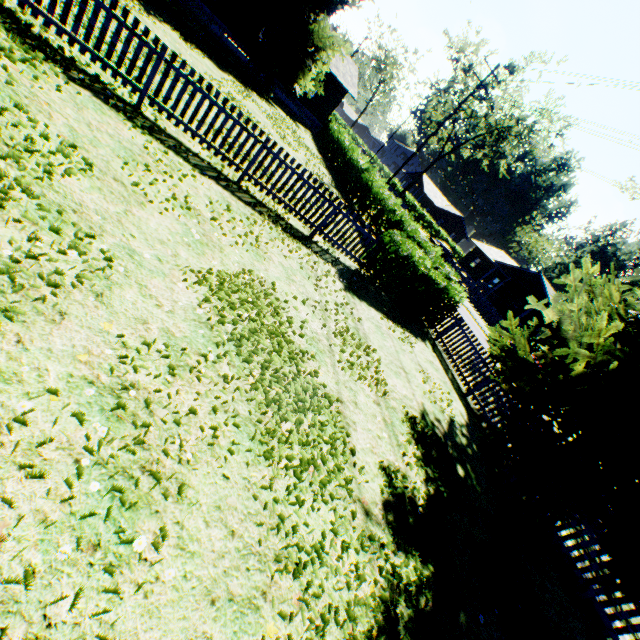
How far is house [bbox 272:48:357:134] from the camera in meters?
27.3 m

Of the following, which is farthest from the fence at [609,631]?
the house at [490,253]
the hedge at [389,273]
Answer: the house at [490,253]

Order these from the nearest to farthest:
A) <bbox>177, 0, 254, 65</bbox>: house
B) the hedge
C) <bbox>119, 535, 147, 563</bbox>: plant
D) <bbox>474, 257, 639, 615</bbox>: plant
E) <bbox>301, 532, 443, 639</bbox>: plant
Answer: <bbox>119, 535, 147, 563</bbox>: plant → <bbox>301, 532, 443, 639</bbox>: plant → <bbox>474, 257, 639, 615</bbox>: plant → the hedge → <bbox>177, 0, 254, 65</bbox>: house

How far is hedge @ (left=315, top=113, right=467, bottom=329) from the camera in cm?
1014

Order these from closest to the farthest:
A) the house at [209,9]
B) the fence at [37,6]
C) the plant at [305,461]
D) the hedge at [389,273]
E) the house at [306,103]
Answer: the plant at [305,461] < the fence at [37,6] < the hedge at [389,273] < the house at [209,9] < the house at [306,103]

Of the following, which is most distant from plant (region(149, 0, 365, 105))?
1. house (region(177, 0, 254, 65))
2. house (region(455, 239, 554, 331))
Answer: house (region(455, 239, 554, 331))

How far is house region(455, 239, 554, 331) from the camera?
34.2 meters

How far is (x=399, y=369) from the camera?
7.9 meters
